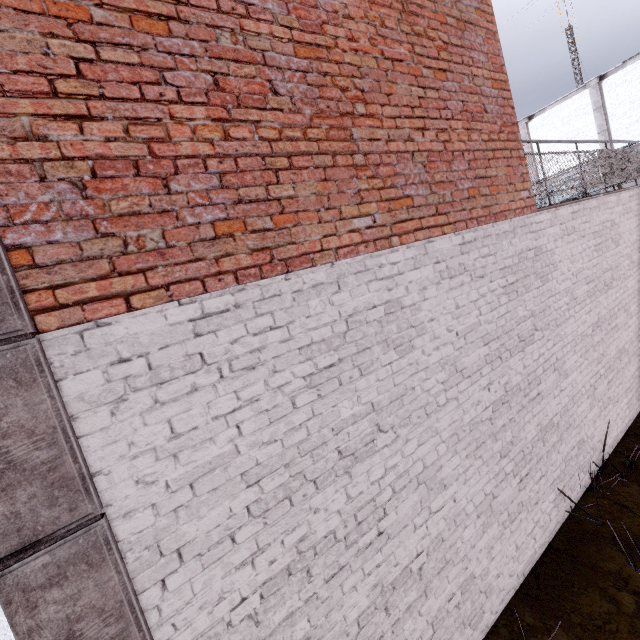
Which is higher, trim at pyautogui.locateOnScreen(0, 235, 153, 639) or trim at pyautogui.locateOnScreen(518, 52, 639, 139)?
trim at pyautogui.locateOnScreen(518, 52, 639, 139)

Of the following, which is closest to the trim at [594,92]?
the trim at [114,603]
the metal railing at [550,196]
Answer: the metal railing at [550,196]

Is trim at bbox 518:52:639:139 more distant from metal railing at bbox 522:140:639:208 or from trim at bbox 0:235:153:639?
trim at bbox 0:235:153:639

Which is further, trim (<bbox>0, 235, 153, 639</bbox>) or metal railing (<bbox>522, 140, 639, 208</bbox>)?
metal railing (<bbox>522, 140, 639, 208</bbox>)

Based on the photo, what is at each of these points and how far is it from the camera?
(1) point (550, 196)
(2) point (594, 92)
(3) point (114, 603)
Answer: (1) metal railing, 9.38m
(2) trim, 13.74m
(3) trim, 1.69m
